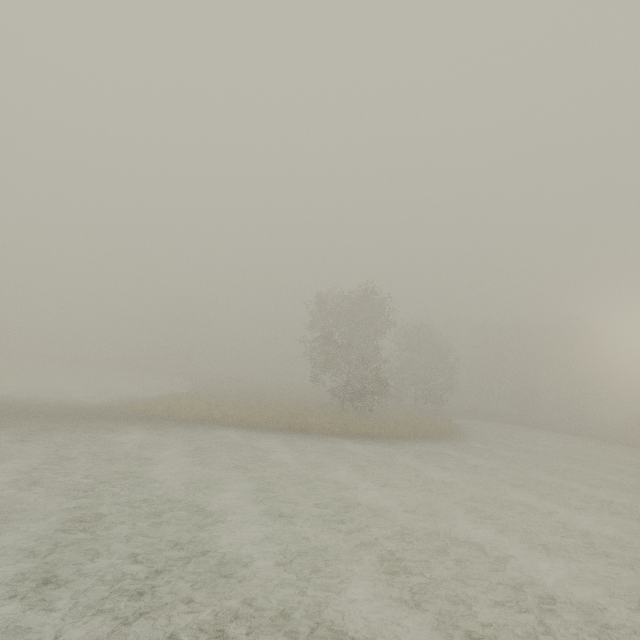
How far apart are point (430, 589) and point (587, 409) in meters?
62.9
